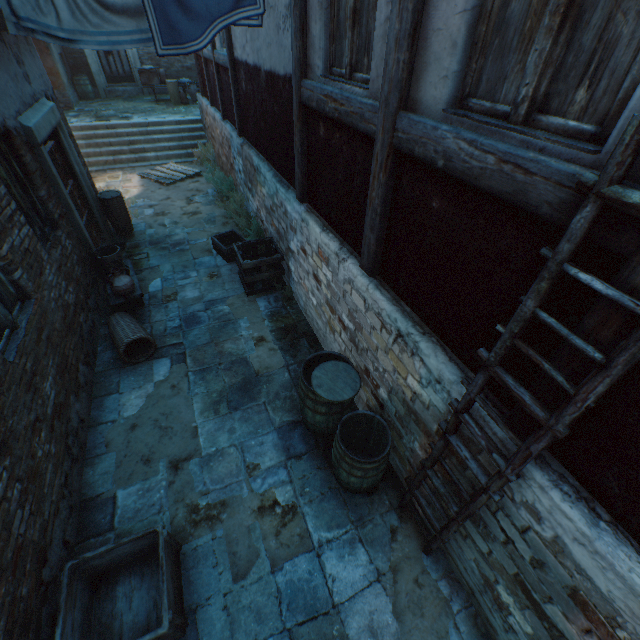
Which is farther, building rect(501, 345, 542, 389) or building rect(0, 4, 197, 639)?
building rect(0, 4, 197, 639)

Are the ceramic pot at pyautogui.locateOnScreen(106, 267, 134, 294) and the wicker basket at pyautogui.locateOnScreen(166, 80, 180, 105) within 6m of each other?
no

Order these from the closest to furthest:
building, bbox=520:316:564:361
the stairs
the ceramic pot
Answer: building, bbox=520:316:564:361
the ceramic pot
the stairs

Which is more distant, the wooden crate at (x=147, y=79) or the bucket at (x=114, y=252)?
the wooden crate at (x=147, y=79)

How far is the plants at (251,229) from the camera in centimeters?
718cm

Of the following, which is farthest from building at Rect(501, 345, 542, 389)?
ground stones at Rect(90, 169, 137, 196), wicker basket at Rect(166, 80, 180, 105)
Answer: wicker basket at Rect(166, 80, 180, 105)

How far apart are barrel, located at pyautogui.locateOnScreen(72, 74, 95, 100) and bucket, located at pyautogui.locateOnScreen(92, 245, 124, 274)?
15.3 meters

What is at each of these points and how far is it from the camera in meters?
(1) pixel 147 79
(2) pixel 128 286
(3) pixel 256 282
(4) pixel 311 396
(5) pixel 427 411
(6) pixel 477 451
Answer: (1) wooden crate, 14.5
(2) ceramic pot, 5.3
(3) wooden crate, 6.5
(4) barrel, 3.5
(5) building, 2.8
(6) building, 2.3
